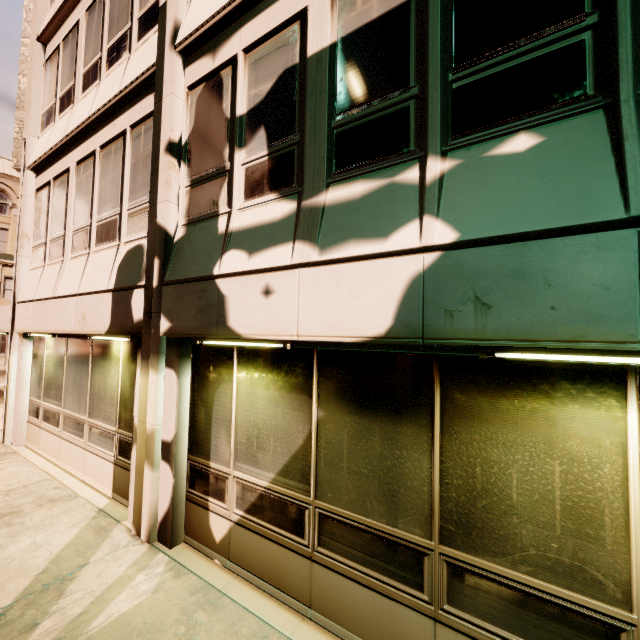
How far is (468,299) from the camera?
2.5m
